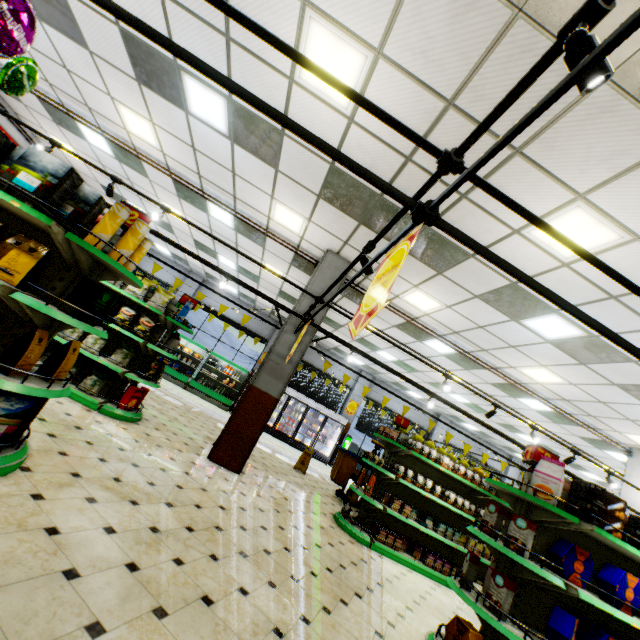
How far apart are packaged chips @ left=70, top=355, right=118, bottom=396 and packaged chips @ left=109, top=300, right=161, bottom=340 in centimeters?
80cm

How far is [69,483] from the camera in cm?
298

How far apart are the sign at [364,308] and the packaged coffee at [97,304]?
2.20m

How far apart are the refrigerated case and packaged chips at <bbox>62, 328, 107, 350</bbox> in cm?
911

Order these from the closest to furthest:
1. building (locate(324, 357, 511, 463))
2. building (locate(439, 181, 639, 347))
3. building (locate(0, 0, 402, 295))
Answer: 1. building (locate(439, 181, 639, 347))
2. building (locate(0, 0, 402, 295))
3. building (locate(324, 357, 511, 463))

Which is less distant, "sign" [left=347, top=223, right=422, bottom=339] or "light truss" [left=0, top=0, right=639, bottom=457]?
"light truss" [left=0, top=0, right=639, bottom=457]

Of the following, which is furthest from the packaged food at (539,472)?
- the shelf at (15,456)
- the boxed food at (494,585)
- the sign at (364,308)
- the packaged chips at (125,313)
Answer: the packaged chips at (125,313)

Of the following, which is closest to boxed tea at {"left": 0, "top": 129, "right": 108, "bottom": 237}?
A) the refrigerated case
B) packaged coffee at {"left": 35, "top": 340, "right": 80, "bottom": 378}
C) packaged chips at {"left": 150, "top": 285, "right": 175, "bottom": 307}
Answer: packaged coffee at {"left": 35, "top": 340, "right": 80, "bottom": 378}
